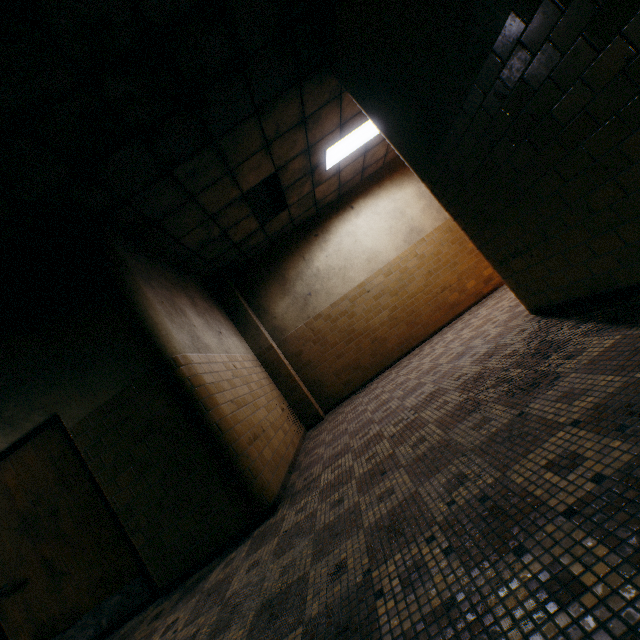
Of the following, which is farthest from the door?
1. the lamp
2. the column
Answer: the lamp

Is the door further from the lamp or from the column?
the lamp

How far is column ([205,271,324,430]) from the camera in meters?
6.8

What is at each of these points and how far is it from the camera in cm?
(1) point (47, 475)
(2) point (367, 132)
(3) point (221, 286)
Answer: (1) door, 347
(2) lamp, 609
(3) column, 722

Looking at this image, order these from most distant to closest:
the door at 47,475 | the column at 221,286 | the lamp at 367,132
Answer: the column at 221,286
the lamp at 367,132
the door at 47,475

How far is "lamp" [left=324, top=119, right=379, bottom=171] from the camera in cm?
579

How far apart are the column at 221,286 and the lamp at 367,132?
3.1 meters

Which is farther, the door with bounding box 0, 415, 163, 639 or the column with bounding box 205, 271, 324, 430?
the column with bounding box 205, 271, 324, 430
